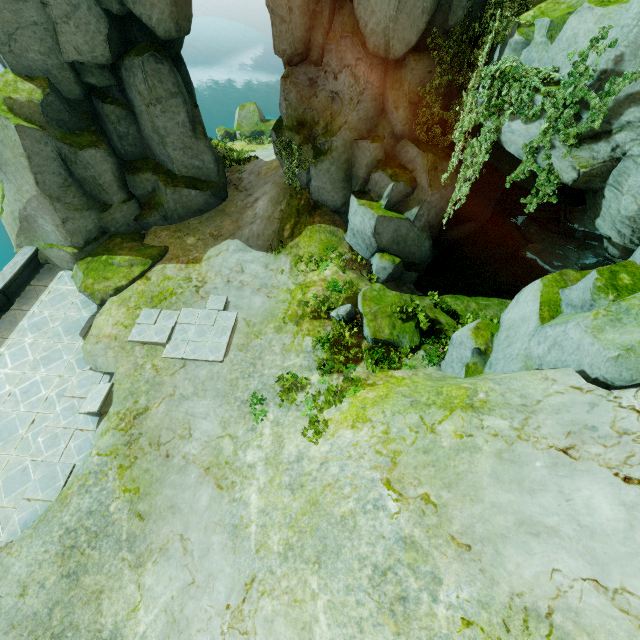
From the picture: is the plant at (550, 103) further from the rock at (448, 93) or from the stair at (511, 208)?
the stair at (511, 208)

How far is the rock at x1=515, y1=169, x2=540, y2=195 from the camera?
8.8m

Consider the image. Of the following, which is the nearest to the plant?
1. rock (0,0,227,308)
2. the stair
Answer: rock (0,0,227,308)

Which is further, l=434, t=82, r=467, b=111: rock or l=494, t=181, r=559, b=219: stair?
l=494, t=181, r=559, b=219: stair

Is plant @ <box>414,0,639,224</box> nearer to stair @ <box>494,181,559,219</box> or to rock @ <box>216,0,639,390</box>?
rock @ <box>216,0,639,390</box>

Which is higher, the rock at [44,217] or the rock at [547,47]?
the rock at [547,47]

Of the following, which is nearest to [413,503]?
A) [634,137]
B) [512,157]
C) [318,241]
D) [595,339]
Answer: [595,339]
